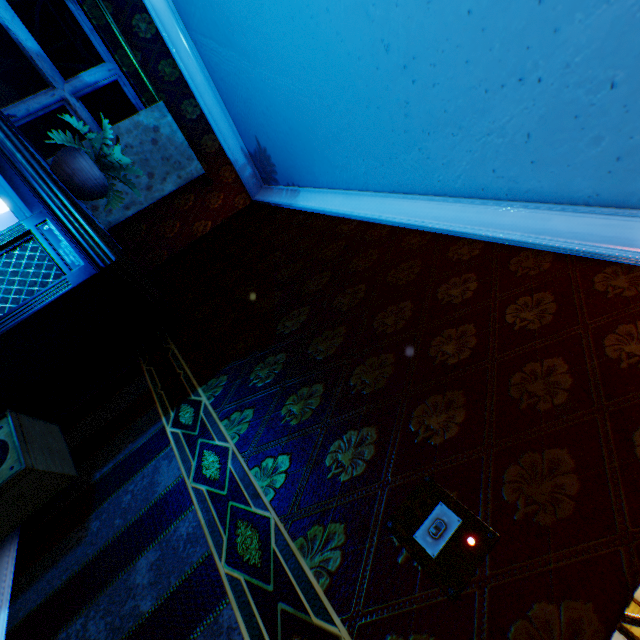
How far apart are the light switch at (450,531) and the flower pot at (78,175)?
2.6 meters

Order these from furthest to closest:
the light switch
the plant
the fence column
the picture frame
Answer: the fence column → the picture frame → the plant → the light switch

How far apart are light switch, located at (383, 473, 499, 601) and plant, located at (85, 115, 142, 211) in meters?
2.6 m

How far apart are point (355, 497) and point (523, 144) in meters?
1.8 m

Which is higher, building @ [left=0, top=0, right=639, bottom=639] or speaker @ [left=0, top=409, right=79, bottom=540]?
building @ [left=0, top=0, right=639, bottom=639]

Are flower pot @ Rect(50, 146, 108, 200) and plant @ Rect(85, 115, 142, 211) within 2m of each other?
yes

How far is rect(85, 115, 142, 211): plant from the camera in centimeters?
216cm

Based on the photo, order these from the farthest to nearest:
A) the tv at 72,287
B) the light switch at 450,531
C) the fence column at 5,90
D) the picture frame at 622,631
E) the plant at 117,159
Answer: the fence column at 5,90, the picture frame at 622,631, the plant at 117,159, the tv at 72,287, the light switch at 450,531
